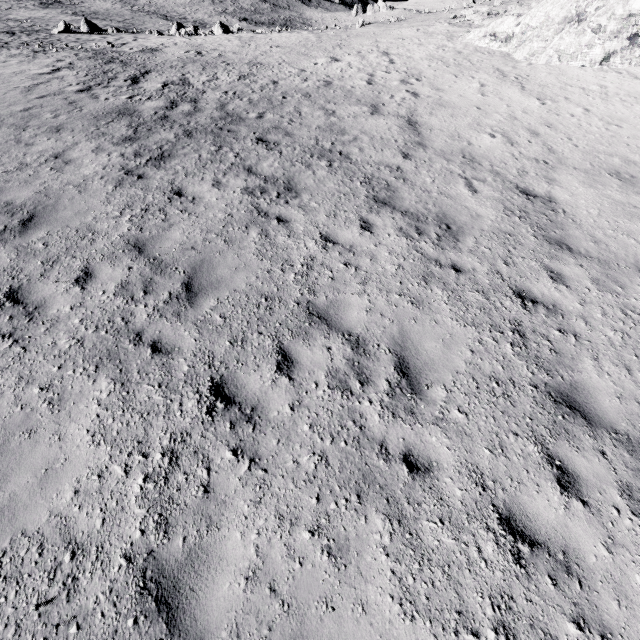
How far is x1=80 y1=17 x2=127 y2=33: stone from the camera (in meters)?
38.94

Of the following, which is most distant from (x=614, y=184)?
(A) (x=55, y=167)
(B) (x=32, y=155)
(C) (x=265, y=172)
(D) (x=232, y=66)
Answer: (D) (x=232, y=66)

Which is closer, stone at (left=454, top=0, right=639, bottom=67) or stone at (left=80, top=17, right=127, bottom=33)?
stone at (left=454, top=0, right=639, bottom=67)

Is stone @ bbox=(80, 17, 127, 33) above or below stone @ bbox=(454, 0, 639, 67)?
below

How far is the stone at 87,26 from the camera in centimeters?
3894cm

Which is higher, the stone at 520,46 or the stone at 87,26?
the stone at 520,46
